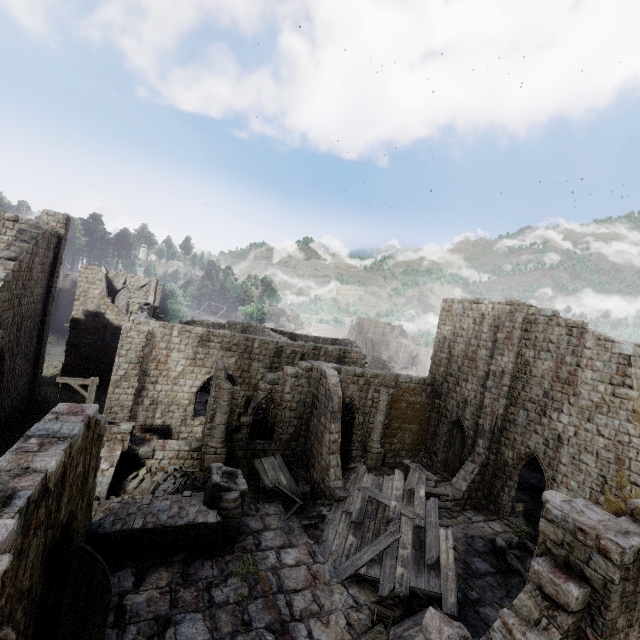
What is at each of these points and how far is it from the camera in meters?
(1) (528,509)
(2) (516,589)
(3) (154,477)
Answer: (1) broken furniture, 18.5 m
(2) rubble, 12.2 m
(3) rubble, 14.5 m

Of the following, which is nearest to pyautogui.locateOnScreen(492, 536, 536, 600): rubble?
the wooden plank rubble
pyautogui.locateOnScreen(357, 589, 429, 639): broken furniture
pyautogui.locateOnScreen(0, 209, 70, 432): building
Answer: → pyautogui.locateOnScreen(0, 209, 70, 432): building

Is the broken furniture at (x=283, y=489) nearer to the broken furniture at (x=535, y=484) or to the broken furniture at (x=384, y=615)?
the broken furniture at (x=384, y=615)

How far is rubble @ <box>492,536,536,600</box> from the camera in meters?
12.4 m

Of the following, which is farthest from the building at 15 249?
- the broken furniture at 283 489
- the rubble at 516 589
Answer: the broken furniture at 283 489

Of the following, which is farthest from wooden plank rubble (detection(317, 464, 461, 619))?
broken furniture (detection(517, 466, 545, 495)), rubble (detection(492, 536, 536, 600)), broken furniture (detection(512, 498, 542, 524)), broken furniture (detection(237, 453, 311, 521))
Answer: broken furniture (detection(517, 466, 545, 495))

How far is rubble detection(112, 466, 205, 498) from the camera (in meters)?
13.38

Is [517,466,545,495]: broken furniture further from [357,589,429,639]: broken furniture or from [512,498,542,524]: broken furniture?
[357,589,429,639]: broken furniture
